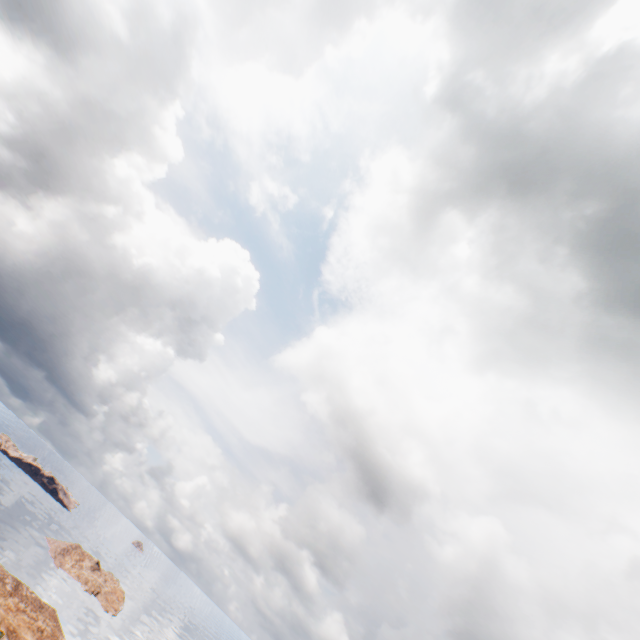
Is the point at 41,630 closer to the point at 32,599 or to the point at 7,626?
the point at 32,599
